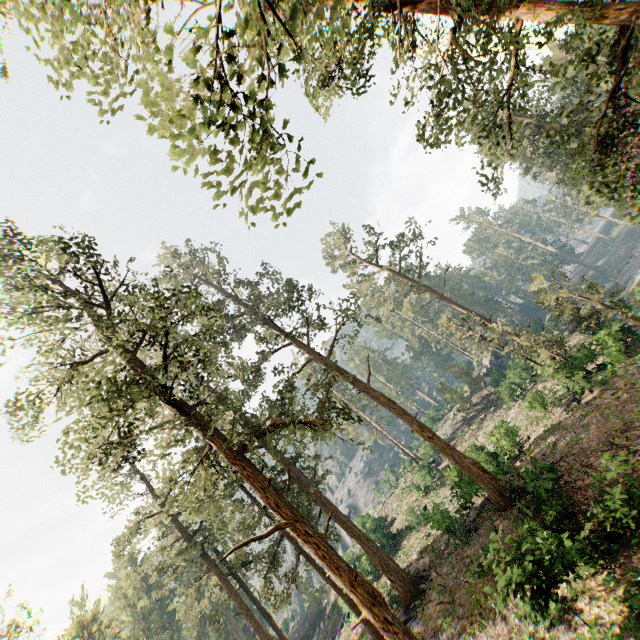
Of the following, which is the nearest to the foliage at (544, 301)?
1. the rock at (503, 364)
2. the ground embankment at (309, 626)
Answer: the rock at (503, 364)

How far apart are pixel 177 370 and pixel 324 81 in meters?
14.0

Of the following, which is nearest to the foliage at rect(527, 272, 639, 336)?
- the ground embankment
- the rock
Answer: the rock

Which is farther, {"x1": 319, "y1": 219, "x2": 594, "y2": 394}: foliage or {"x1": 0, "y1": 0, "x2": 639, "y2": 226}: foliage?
{"x1": 319, "y1": 219, "x2": 594, "y2": 394}: foliage

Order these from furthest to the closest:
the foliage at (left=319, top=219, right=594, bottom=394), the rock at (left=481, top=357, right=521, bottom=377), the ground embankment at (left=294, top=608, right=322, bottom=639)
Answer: the ground embankment at (left=294, top=608, right=322, bottom=639) → the rock at (left=481, top=357, right=521, bottom=377) → the foliage at (left=319, top=219, right=594, bottom=394)

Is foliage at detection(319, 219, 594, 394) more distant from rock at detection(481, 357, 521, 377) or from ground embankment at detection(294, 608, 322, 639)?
ground embankment at detection(294, 608, 322, 639)

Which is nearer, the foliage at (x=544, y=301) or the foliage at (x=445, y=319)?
the foliage at (x=544, y=301)

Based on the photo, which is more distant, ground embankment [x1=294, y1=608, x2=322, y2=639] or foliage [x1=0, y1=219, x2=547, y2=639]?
ground embankment [x1=294, y1=608, x2=322, y2=639]
